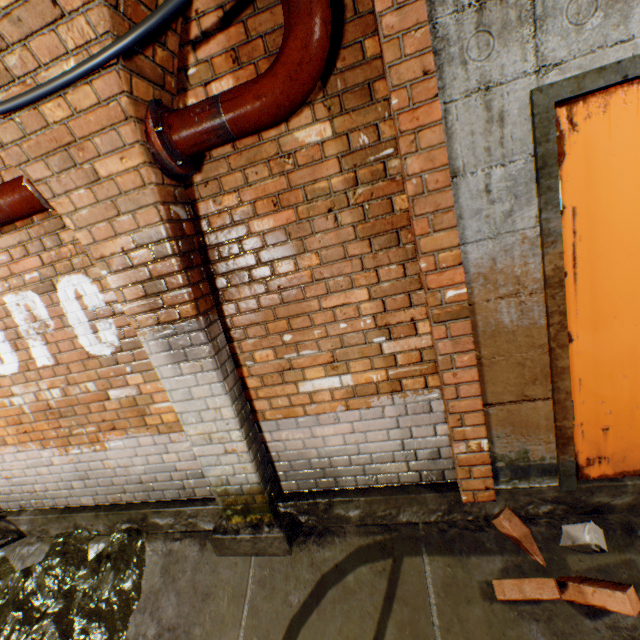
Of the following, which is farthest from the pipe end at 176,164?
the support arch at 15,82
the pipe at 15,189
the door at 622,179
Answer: the door at 622,179

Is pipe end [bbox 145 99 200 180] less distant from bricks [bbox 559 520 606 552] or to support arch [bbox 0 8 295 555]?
support arch [bbox 0 8 295 555]

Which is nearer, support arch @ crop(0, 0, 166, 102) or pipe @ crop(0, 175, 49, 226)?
support arch @ crop(0, 0, 166, 102)

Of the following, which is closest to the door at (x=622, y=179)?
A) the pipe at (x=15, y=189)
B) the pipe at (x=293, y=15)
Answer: the pipe at (x=293, y=15)

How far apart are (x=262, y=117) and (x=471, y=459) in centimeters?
225cm

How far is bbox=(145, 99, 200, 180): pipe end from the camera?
1.59m

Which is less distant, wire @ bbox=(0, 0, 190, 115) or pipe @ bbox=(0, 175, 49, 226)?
wire @ bbox=(0, 0, 190, 115)

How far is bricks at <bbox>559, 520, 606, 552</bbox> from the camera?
1.8m
